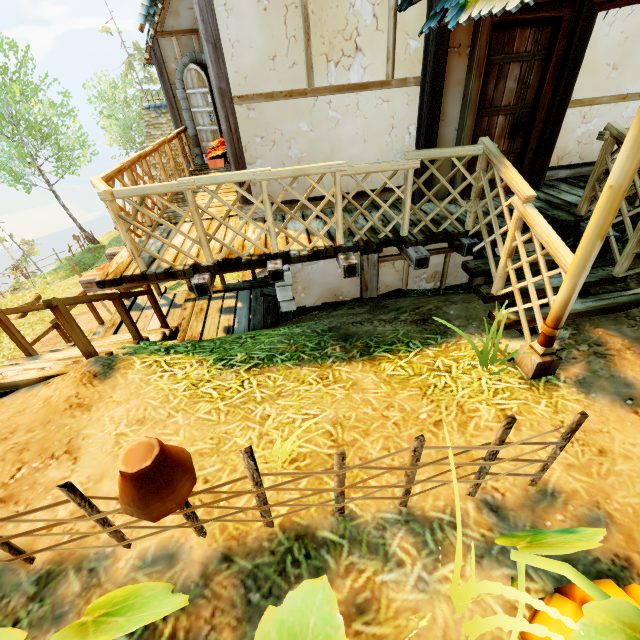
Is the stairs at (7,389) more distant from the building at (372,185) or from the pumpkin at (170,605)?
the building at (372,185)

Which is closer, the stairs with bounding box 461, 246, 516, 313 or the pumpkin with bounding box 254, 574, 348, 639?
the pumpkin with bounding box 254, 574, 348, 639

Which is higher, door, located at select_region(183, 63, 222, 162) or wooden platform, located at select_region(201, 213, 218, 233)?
door, located at select_region(183, 63, 222, 162)

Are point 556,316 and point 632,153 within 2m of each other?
yes

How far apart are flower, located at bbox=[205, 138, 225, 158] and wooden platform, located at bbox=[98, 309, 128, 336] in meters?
3.0

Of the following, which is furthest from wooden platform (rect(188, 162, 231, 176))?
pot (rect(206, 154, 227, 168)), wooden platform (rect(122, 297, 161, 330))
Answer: wooden platform (rect(122, 297, 161, 330))

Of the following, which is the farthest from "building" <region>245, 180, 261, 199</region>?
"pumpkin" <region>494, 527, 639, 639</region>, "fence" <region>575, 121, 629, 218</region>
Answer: "pumpkin" <region>494, 527, 639, 639</region>

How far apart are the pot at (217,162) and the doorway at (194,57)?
3.76m
